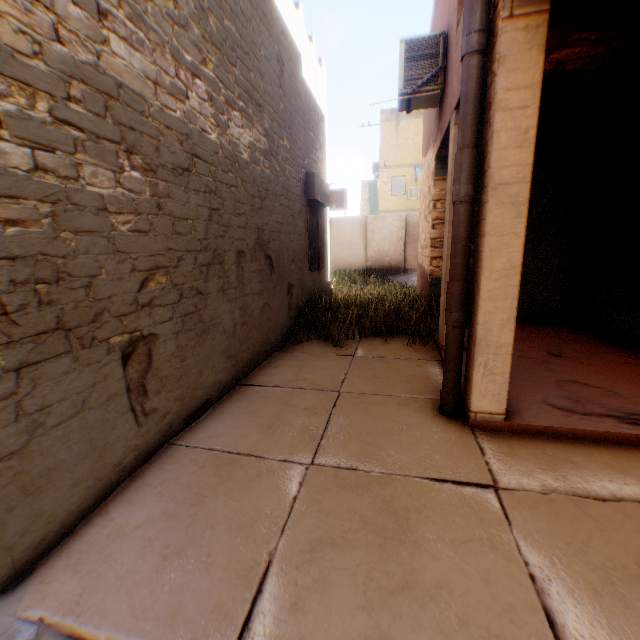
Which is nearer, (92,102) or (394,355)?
(92,102)

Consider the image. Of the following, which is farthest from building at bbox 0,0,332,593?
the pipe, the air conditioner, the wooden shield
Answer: the wooden shield

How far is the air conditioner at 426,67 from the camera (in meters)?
5.15

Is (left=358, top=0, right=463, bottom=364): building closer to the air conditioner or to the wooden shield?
the air conditioner

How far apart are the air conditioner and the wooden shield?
12.6m

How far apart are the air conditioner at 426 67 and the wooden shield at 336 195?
12.6 meters

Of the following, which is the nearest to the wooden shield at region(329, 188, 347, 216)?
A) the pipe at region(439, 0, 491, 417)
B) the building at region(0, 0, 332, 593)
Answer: the building at region(0, 0, 332, 593)

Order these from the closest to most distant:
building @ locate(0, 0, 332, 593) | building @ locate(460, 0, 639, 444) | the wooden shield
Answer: building @ locate(0, 0, 332, 593) → building @ locate(460, 0, 639, 444) → the wooden shield
